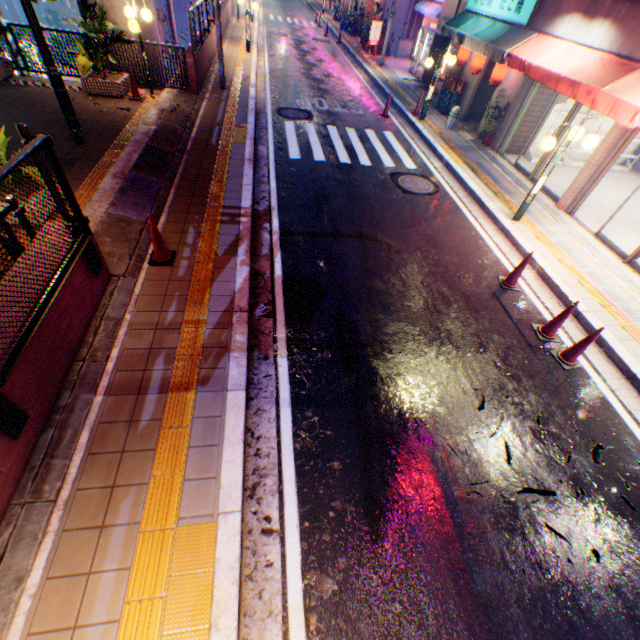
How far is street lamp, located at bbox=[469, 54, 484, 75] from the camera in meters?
11.9

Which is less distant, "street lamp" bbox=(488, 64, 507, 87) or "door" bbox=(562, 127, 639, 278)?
"door" bbox=(562, 127, 639, 278)

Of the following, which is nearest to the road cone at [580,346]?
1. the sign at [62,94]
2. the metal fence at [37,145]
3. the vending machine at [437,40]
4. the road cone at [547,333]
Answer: the road cone at [547,333]

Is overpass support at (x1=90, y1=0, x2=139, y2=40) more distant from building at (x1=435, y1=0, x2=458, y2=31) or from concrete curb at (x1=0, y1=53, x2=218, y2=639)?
building at (x1=435, y1=0, x2=458, y2=31)

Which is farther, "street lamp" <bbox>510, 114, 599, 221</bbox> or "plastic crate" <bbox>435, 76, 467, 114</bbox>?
"plastic crate" <bbox>435, 76, 467, 114</bbox>

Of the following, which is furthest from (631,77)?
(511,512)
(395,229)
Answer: (511,512)

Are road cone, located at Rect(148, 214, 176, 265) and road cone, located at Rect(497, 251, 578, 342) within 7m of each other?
yes

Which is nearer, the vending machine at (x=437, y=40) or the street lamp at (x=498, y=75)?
Result: the street lamp at (x=498, y=75)
